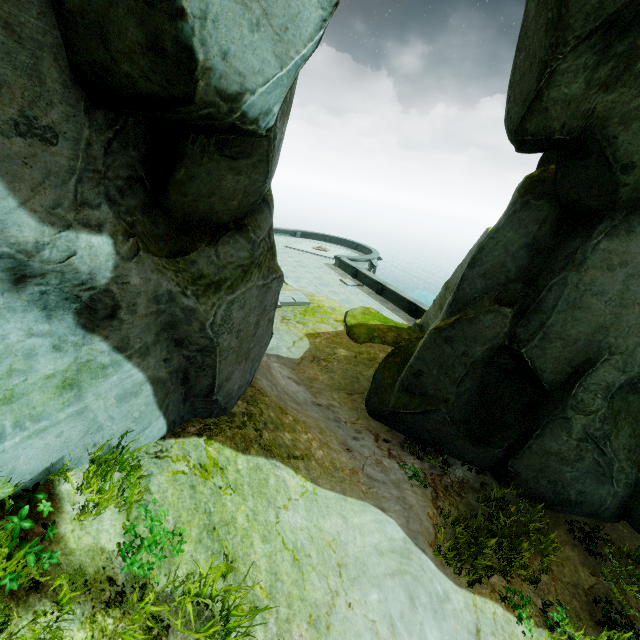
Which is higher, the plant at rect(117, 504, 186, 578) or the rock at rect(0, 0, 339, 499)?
the rock at rect(0, 0, 339, 499)

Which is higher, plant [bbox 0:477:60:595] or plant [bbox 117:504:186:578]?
plant [bbox 0:477:60:595]

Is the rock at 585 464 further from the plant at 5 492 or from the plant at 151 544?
the plant at 151 544

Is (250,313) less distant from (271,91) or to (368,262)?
(271,91)

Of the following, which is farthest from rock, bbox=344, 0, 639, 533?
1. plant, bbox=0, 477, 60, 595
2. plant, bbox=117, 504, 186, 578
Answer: plant, bbox=117, 504, 186, 578

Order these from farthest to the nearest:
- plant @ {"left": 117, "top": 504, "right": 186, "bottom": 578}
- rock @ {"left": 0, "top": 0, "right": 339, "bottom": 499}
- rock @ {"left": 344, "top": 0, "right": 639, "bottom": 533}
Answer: rock @ {"left": 344, "top": 0, "right": 639, "bottom": 533}
plant @ {"left": 117, "top": 504, "right": 186, "bottom": 578}
rock @ {"left": 0, "top": 0, "right": 339, "bottom": 499}

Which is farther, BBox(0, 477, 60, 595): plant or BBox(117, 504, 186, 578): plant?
BBox(117, 504, 186, 578): plant

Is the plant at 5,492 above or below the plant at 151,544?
above
